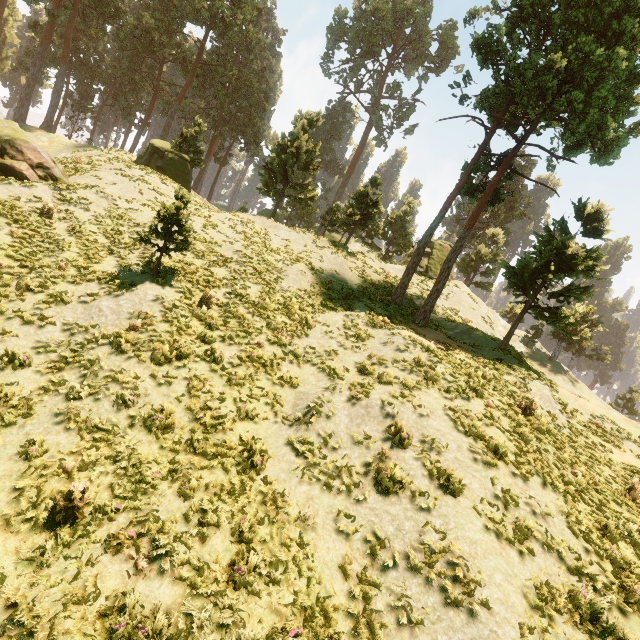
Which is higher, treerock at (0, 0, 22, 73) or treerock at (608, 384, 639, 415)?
treerock at (0, 0, 22, 73)

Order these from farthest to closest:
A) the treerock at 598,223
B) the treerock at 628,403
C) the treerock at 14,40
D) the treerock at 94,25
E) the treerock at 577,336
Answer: the treerock at 628,403 → the treerock at 14,40 → the treerock at 94,25 → the treerock at 598,223 → the treerock at 577,336

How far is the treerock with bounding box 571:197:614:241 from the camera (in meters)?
15.71

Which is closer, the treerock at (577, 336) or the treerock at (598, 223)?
the treerock at (577, 336)

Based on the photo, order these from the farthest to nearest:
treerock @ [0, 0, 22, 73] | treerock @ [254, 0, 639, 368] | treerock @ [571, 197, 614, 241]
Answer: treerock @ [0, 0, 22, 73] < treerock @ [571, 197, 614, 241] < treerock @ [254, 0, 639, 368]

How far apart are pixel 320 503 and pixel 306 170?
28.0m

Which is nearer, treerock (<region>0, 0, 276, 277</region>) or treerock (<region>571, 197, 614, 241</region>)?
treerock (<region>571, 197, 614, 241</region>)
